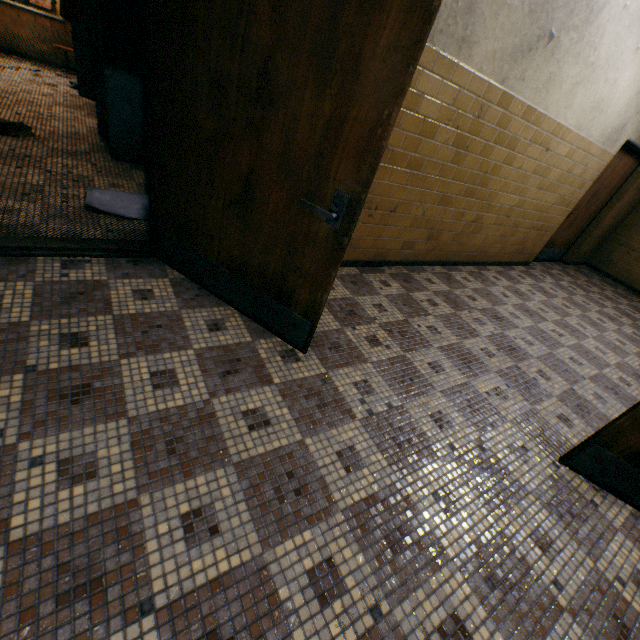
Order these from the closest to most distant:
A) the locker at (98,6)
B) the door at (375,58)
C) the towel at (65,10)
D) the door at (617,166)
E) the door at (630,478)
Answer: the door at (375,58), the door at (630,478), the locker at (98,6), the towel at (65,10), the door at (617,166)

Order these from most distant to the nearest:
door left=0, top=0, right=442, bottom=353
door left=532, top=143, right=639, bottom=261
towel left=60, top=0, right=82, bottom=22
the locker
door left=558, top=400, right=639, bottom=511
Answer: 1. door left=532, top=143, right=639, bottom=261
2. towel left=60, top=0, right=82, bottom=22
3. the locker
4. door left=558, top=400, right=639, bottom=511
5. door left=0, top=0, right=442, bottom=353

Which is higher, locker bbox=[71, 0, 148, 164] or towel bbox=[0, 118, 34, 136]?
locker bbox=[71, 0, 148, 164]

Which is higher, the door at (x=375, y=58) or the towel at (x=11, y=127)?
the door at (x=375, y=58)

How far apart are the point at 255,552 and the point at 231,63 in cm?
231

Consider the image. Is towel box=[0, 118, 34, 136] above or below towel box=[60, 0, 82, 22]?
below

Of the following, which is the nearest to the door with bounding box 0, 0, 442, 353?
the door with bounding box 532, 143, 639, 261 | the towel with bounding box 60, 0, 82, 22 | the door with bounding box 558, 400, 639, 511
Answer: the door with bounding box 558, 400, 639, 511

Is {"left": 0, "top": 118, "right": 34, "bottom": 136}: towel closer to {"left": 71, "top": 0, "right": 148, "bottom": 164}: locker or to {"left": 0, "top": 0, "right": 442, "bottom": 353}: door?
{"left": 71, "top": 0, "right": 148, "bottom": 164}: locker
